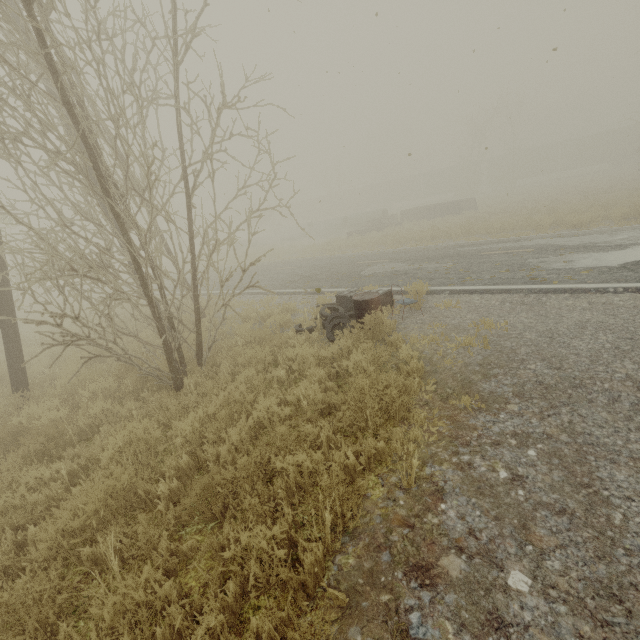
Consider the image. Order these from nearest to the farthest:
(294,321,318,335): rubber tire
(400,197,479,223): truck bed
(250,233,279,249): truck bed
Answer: (294,321,318,335): rubber tire, (400,197,479,223): truck bed, (250,233,279,249): truck bed

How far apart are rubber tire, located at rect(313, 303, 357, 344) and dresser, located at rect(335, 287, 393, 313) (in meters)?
0.16

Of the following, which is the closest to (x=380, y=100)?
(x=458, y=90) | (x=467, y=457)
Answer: (x=458, y=90)

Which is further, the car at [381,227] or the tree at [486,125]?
the car at [381,227]

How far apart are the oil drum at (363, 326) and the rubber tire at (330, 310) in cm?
2

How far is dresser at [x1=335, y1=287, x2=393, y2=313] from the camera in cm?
802

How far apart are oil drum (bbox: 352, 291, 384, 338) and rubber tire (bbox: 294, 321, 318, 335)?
0.9 meters

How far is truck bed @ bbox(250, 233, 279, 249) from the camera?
34.52m
